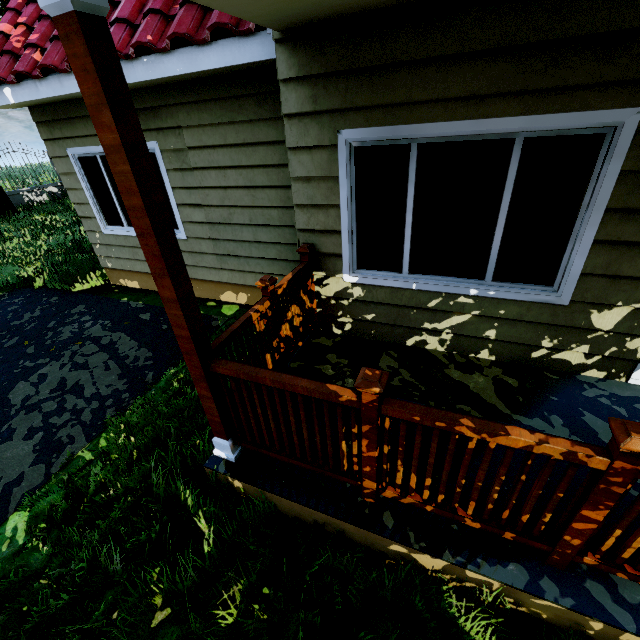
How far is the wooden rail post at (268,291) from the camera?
2.7m

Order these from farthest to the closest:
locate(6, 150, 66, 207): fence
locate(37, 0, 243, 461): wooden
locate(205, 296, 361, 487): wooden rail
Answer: locate(6, 150, 66, 207): fence → locate(205, 296, 361, 487): wooden rail → locate(37, 0, 243, 461): wooden

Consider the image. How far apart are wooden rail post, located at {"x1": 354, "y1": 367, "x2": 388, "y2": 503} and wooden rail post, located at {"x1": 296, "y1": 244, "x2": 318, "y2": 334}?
1.9 meters

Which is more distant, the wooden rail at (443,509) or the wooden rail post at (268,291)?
the wooden rail post at (268,291)

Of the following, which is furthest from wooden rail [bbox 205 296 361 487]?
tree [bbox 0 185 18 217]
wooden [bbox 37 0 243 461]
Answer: tree [bbox 0 185 18 217]

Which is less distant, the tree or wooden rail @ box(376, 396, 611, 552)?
wooden rail @ box(376, 396, 611, 552)

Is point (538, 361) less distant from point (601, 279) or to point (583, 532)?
point (601, 279)

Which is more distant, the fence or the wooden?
the fence
